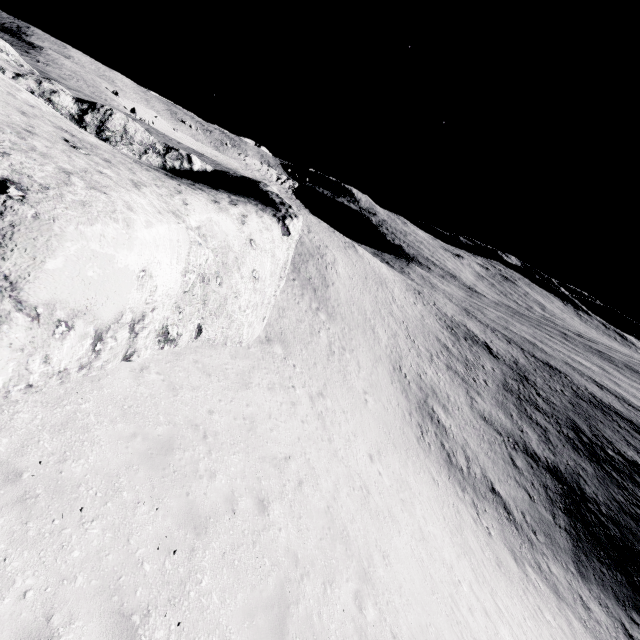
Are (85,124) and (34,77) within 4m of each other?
yes
